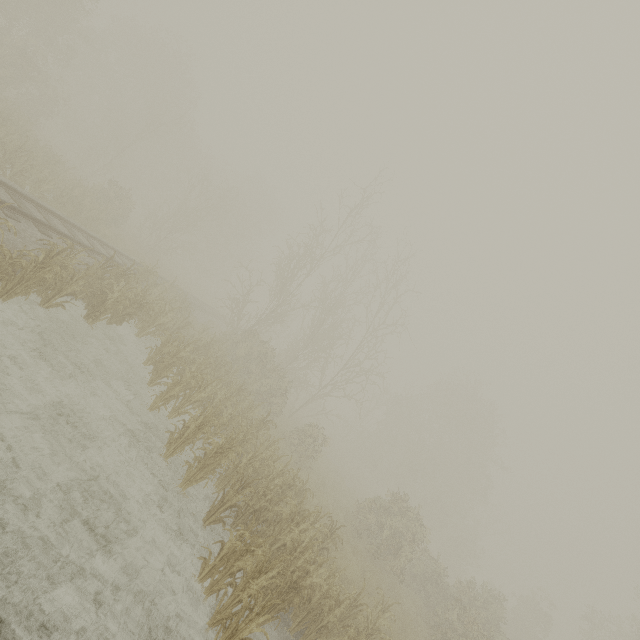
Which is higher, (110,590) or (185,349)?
(185,349)
